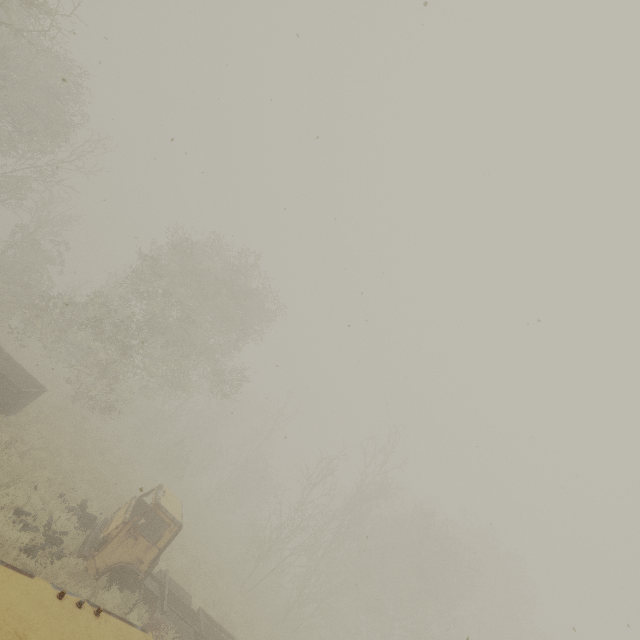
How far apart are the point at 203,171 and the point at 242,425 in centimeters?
5205cm
